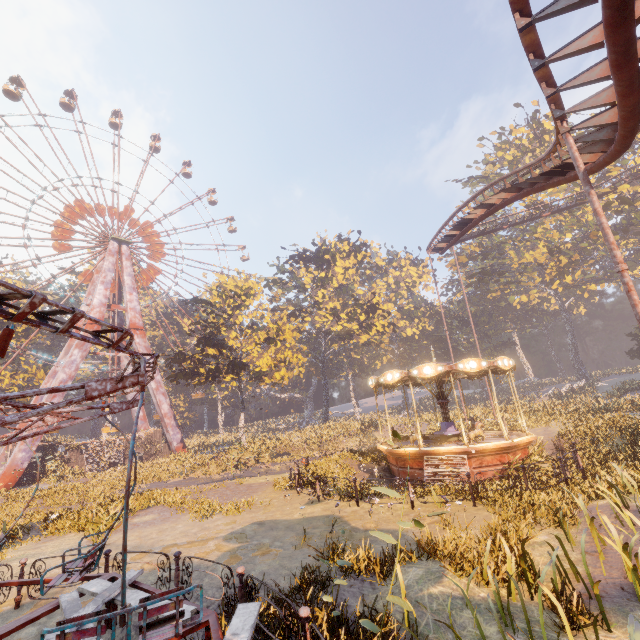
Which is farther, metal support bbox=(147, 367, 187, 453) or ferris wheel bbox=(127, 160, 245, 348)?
ferris wheel bbox=(127, 160, 245, 348)

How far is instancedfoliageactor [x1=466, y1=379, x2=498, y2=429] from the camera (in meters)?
24.51

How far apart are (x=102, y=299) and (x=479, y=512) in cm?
4046

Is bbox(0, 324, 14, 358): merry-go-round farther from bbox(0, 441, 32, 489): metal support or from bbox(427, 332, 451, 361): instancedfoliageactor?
bbox(0, 441, 32, 489): metal support

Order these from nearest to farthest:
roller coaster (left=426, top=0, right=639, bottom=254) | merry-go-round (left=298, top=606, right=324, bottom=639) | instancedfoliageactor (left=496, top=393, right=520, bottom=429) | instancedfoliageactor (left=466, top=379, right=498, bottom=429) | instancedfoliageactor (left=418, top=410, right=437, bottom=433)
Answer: merry-go-round (left=298, top=606, right=324, bottom=639), roller coaster (left=426, top=0, right=639, bottom=254), instancedfoliageactor (left=496, top=393, right=520, bottom=429), instancedfoliageactor (left=466, top=379, right=498, bottom=429), instancedfoliageactor (left=418, top=410, right=437, bottom=433)

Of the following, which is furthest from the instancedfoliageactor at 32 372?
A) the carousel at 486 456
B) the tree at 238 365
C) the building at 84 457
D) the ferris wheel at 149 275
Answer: the carousel at 486 456

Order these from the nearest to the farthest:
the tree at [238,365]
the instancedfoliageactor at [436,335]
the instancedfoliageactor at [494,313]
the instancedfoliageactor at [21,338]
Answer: the tree at [238,365], the instancedfoliageactor at [21,338], the instancedfoliageactor at [494,313], the instancedfoliageactor at [436,335]
